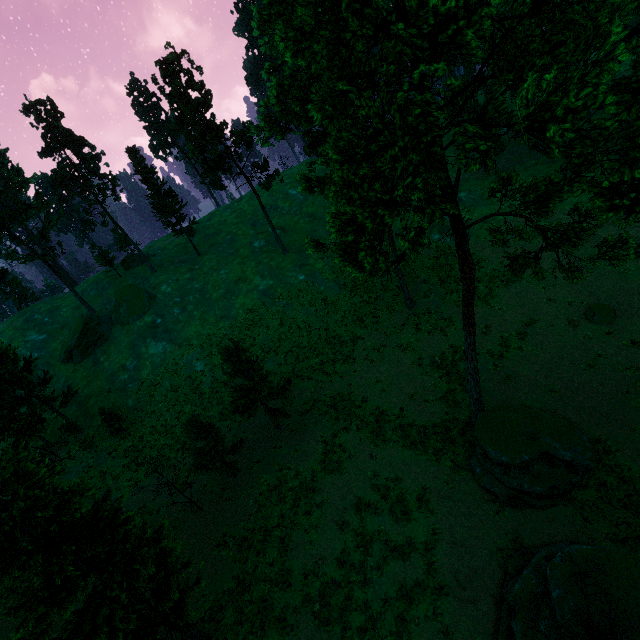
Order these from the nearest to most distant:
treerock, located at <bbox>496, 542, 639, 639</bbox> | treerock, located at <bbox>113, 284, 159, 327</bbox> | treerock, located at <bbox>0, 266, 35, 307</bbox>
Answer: treerock, located at <bbox>496, 542, 639, 639</bbox> → treerock, located at <bbox>113, 284, 159, 327</bbox> → treerock, located at <bbox>0, 266, 35, 307</bbox>

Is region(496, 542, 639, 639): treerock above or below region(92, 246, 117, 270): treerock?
below

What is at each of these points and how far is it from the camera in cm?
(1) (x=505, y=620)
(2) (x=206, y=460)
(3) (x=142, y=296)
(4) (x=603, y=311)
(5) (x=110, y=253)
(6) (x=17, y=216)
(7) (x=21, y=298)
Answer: (1) treerock, 1287
(2) treerock, 2162
(3) treerock, 4275
(4) treerock, 2206
(5) treerock, 5000
(6) treerock, 3803
(7) treerock, 5219

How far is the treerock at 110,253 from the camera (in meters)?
49.08

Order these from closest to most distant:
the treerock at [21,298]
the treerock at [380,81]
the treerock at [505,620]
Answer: the treerock at [380,81] → the treerock at [505,620] → the treerock at [21,298]

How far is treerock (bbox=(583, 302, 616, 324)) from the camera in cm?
2177

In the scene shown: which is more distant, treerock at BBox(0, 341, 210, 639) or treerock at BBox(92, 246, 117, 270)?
treerock at BBox(92, 246, 117, 270)
